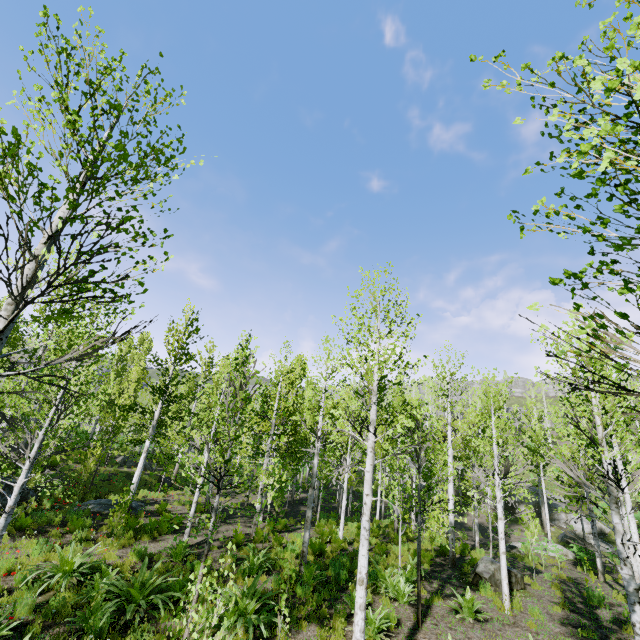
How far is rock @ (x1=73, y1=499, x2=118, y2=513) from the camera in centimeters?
1405cm

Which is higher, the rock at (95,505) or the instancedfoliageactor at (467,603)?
the instancedfoliageactor at (467,603)

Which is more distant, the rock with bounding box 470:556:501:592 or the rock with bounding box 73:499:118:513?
the rock with bounding box 73:499:118:513

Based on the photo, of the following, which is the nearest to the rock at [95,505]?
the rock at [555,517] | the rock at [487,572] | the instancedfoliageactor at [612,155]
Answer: the instancedfoliageactor at [612,155]

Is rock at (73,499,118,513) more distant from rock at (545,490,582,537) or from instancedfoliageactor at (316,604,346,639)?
rock at (545,490,582,537)

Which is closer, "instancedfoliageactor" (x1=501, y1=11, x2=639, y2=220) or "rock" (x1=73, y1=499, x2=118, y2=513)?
"instancedfoliageactor" (x1=501, y1=11, x2=639, y2=220)

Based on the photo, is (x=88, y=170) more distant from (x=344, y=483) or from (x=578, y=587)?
(x=578, y=587)

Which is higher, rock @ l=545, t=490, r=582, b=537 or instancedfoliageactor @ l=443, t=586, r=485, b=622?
rock @ l=545, t=490, r=582, b=537
